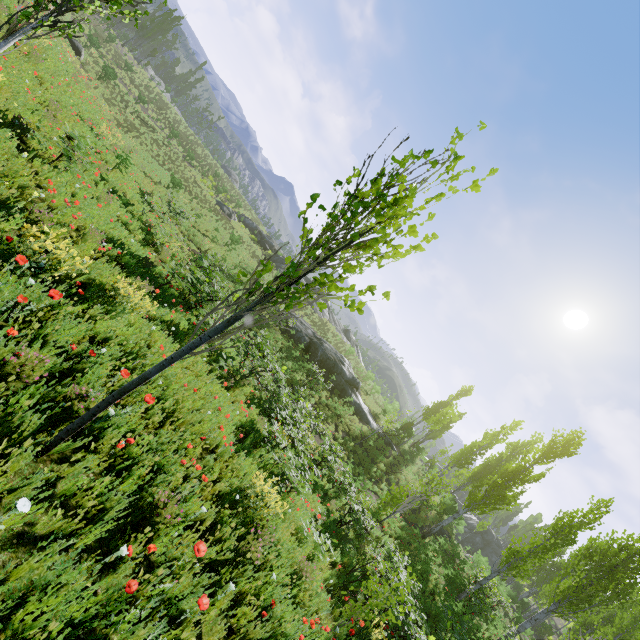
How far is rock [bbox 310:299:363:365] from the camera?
44.0 meters

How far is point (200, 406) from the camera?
6.64m

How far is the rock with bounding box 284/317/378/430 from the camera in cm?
2530

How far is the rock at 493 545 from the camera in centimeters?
4331cm

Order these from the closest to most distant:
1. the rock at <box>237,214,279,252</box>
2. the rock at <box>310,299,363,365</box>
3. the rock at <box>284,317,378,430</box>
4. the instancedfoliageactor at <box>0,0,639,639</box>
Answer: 1. the instancedfoliageactor at <box>0,0,639,639</box>
2. the rock at <box>284,317,378,430</box>
3. the rock at <box>237,214,279,252</box>
4. the rock at <box>310,299,363,365</box>

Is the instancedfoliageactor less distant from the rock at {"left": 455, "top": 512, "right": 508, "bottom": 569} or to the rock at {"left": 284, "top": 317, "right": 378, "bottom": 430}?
the rock at {"left": 455, "top": 512, "right": 508, "bottom": 569}

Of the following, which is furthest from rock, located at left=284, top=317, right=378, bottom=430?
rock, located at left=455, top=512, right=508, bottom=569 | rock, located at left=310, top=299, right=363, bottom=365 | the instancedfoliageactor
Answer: rock, located at left=310, top=299, right=363, bottom=365

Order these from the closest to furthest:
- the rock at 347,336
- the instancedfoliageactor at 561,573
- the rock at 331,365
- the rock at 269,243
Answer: the instancedfoliageactor at 561,573
the rock at 331,365
the rock at 269,243
the rock at 347,336
